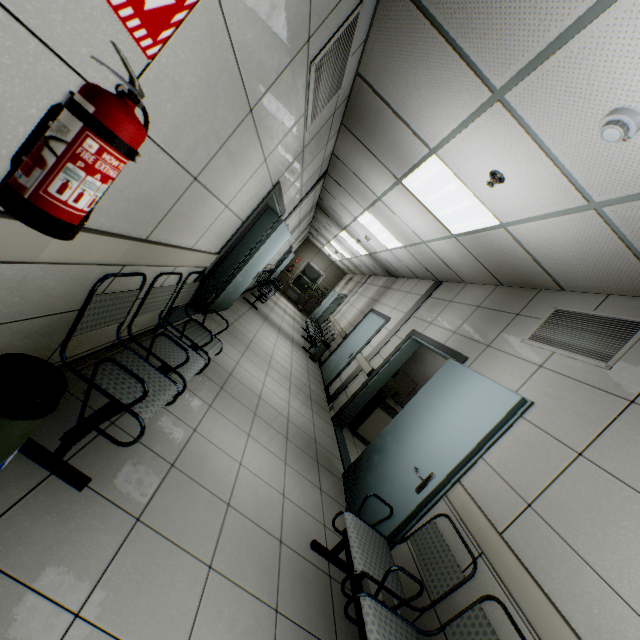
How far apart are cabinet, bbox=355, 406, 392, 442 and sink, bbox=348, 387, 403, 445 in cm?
3

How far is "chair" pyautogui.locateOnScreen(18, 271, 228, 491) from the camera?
1.6m

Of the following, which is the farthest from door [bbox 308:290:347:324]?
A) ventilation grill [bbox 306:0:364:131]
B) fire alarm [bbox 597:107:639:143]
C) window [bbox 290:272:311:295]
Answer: fire alarm [bbox 597:107:639:143]

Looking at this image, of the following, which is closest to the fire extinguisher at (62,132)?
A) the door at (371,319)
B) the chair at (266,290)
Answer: the door at (371,319)

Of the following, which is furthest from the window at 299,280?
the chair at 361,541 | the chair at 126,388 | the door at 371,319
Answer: the chair at 361,541

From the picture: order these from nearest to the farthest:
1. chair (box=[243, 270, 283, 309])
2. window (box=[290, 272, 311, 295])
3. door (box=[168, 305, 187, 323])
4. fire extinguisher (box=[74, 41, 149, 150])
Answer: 1. fire extinguisher (box=[74, 41, 149, 150])
2. door (box=[168, 305, 187, 323])
3. chair (box=[243, 270, 283, 309])
4. window (box=[290, 272, 311, 295])

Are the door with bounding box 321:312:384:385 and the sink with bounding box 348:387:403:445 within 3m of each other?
yes

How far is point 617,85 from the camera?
1.53m
